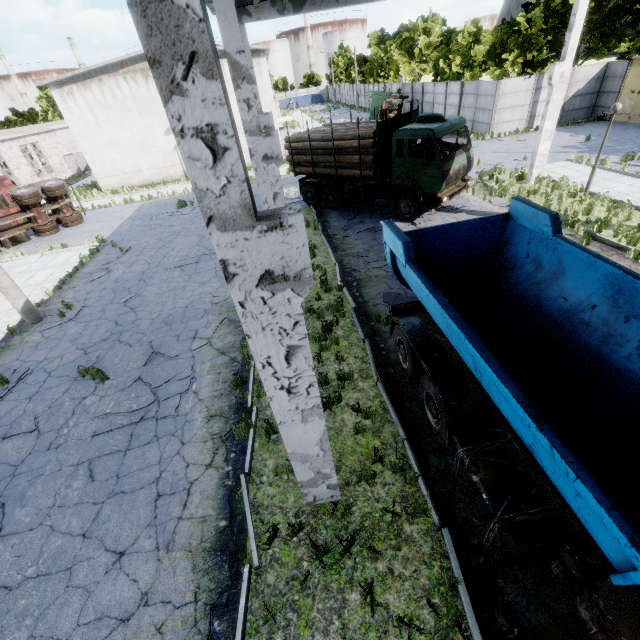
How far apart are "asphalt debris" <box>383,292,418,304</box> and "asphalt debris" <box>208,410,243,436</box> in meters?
4.7 m

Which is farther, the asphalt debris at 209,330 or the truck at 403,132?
the truck at 403,132

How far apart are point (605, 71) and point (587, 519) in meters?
35.9 m

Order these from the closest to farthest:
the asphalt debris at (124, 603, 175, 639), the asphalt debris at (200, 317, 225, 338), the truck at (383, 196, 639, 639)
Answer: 1. the truck at (383, 196, 639, 639)
2. the asphalt debris at (124, 603, 175, 639)
3. the asphalt debris at (200, 317, 225, 338)

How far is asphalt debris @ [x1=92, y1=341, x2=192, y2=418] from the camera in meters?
7.8 m

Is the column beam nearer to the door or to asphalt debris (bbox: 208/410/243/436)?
asphalt debris (bbox: 208/410/243/436)

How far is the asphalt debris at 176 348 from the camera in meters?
9.1 m

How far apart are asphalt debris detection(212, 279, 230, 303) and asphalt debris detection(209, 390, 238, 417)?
4.3m
